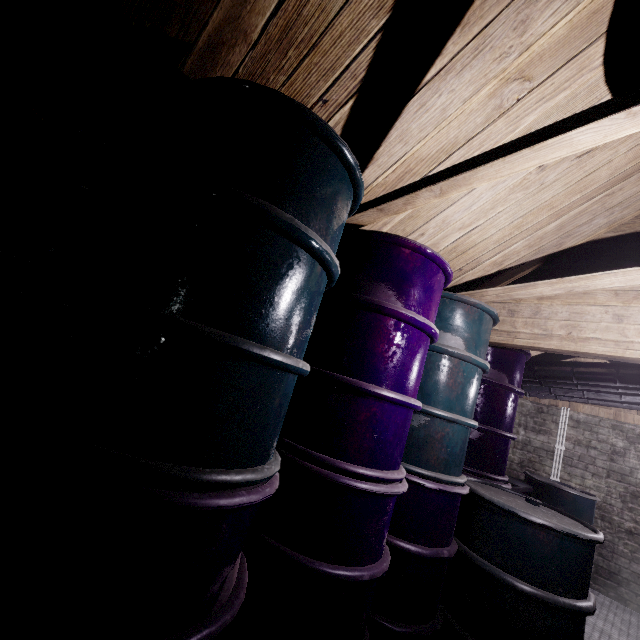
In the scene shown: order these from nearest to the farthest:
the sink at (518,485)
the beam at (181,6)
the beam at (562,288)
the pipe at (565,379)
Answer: the beam at (181,6), the beam at (562,288), the pipe at (565,379), the sink at (518,485)

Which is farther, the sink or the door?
the sink

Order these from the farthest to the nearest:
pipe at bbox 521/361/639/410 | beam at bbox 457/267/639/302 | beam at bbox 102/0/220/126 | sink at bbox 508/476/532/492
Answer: sink at bbox 508/476/532/492
pipe at bbox 521/361/639/410
beam at bbox 457/267/639/302
beam at bbox 102/0/220/126

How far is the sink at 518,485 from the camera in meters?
3.3 m

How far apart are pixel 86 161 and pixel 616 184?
2.5m

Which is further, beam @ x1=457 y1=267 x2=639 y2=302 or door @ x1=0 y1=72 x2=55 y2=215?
beam @ x1=457 y1=267 x2=639 y2=302

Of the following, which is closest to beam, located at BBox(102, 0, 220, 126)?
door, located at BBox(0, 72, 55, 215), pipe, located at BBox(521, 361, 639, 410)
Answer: door, located at BBox(0, 72, 55, 215)

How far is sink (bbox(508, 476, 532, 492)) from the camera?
3.34m
